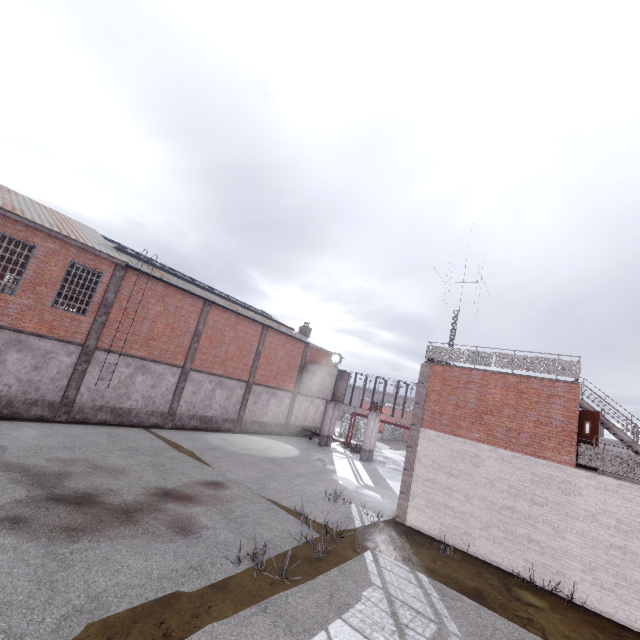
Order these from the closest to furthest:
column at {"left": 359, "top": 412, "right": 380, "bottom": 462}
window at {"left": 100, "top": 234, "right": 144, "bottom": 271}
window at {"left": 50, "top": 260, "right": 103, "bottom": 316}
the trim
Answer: the trim < window at {"left": 50, "top": 260, "right": 103, "bottom": 316} < window at {"left": 100, "top": 234, "right": 144, "bottom": 271} < column at {"left": 359, "top": 412, "right": 380, "bottom": 462}

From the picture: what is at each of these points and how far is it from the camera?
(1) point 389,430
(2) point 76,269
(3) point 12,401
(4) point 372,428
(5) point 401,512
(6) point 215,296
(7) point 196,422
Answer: (1) fence, 48.9 meters
(2) window, 28.0 meters
(3) foundation, 15.1 meters
(4) column, 26.8 meters
(5) trim, 14.1 meters
(6) window, 25.3 meters
(7) foundation, 22.9 meters

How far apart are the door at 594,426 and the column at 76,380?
23.1m

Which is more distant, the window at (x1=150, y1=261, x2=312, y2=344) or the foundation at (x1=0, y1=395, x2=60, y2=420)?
the window at (x1=150, y1=261, x2=312, y2=344)

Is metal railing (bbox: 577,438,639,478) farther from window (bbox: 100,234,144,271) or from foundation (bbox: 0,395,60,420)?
foundation (bbox: 0,395,60,420)

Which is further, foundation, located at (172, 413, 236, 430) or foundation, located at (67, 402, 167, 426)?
foundation, located at (172, 413, 236, 430)

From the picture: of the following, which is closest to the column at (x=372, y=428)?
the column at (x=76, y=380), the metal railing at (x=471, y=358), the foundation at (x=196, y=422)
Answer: the metal railing at (x=471, y=358)

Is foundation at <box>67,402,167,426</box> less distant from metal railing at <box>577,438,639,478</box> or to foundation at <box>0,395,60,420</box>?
foundation at <box>0,395,60,420</box>
